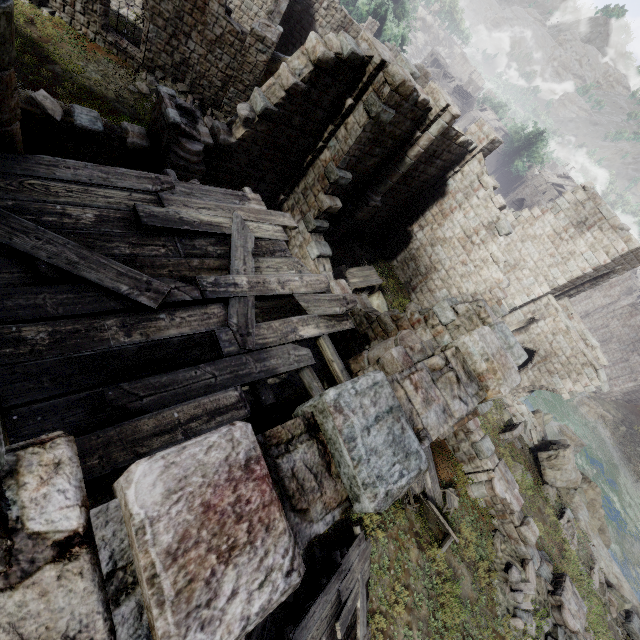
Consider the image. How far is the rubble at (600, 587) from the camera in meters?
14.8

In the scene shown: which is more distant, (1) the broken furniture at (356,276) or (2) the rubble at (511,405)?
(2) the rubble at (511,405)

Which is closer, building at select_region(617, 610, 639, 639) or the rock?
building at select_region(617, 610, 639, 639)

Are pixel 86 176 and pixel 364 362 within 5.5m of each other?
yes

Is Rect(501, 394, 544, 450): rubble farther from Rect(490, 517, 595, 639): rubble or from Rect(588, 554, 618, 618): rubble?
Rect(490, 517, 595, 639): rubble

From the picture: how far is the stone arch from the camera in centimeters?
5644cm

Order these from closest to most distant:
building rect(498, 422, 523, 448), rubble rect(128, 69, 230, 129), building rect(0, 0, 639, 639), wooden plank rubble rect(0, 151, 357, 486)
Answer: building rect(0, 0, 639, 639), wooden plank rubble rect(0, 151, 357, 486), rubble rect(128, 69, 230, 129), building rect(498, 422, 523, 448)

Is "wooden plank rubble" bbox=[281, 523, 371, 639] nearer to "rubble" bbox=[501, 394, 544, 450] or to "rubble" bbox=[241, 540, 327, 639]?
"rubble" bbox=[241, 540, 327, 639]
